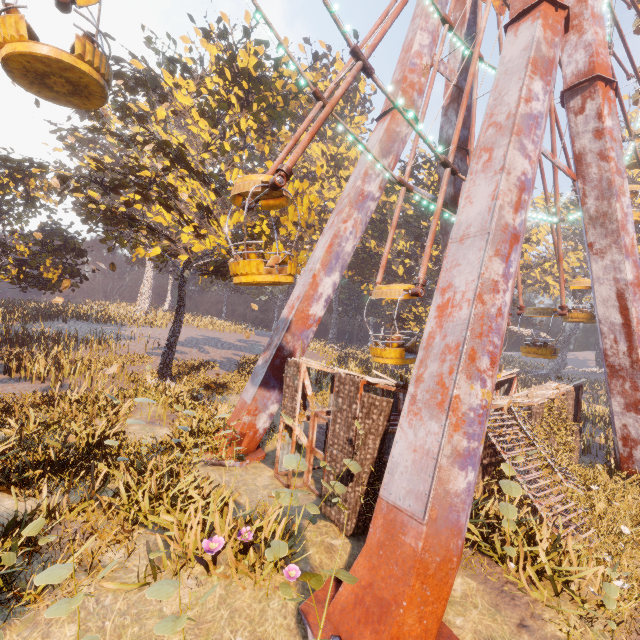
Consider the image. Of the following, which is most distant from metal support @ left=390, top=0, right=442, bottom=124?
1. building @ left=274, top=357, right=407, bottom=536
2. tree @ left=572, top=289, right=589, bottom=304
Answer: tree @ left=572, top=289, right=589, bottom=304

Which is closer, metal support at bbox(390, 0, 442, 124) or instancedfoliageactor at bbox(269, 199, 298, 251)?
metal support at bbox(390, 0, 442, 124)

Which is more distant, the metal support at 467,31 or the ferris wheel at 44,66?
the metal support at 467,31

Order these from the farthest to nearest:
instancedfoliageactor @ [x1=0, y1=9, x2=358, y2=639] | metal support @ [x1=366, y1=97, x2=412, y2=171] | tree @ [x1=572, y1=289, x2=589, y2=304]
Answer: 1. tree @ [x1=572, y1=289, x2=589, y2=304]
2. metal support @ [x1=366, y1=97, x2=412, y2=171]
3. instancedfoliageactor @ [x1=0, y1=9, x2=358, y2=639]

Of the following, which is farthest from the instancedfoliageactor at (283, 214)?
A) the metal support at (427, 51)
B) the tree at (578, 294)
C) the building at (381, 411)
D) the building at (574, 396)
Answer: the tree at (578, 294)

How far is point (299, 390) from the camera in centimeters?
1034cm

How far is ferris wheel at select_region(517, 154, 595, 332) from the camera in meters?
15.5
